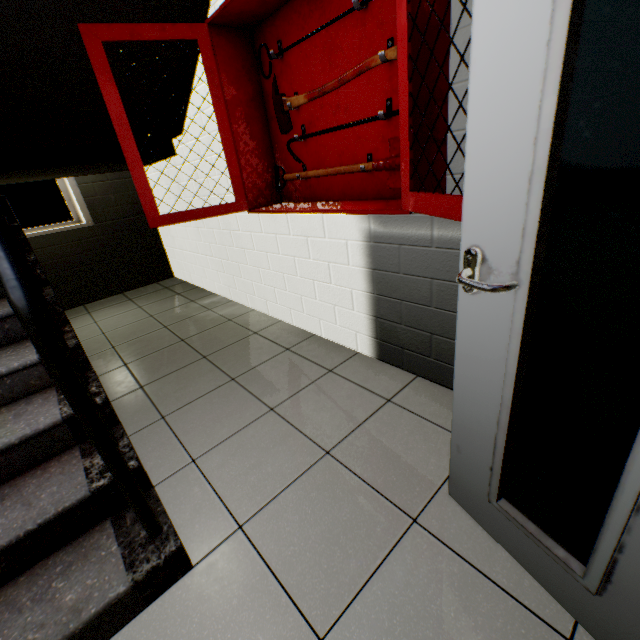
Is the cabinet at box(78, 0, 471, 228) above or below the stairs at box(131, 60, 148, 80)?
below

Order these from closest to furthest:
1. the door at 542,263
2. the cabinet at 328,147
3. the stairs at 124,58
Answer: the door at 542,263 < the cabinet at 328,147 < the stairs at 124,58

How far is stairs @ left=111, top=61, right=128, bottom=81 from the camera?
2.23m

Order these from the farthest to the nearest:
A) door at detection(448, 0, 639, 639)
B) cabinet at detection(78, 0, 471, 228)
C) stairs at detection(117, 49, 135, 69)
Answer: stairs at detection(117, 49, 135, 69)
cabinet at detection(78, 0, 471, 228)
door at detection(448, 0, 639, 639)

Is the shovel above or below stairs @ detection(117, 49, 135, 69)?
below

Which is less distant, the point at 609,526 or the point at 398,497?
the point at 609,526

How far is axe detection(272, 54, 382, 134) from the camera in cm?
147

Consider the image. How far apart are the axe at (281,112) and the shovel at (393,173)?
0.28m
